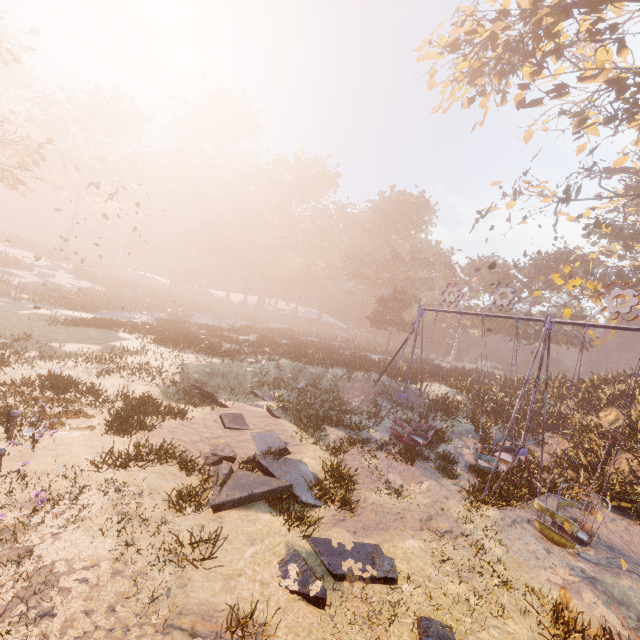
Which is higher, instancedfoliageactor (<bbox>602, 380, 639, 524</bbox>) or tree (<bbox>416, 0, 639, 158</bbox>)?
tree (<bbox>416, 0, 639, 158</bbox>)

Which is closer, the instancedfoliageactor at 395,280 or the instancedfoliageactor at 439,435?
the instancedfoliageactor at 439,435

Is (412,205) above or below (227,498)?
above

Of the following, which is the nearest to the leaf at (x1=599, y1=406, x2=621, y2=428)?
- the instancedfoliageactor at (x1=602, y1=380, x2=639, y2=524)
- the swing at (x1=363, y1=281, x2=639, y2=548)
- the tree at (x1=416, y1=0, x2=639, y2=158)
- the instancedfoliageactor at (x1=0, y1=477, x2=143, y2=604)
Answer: the swing at (x1=363, y1=281, x2=639, y2=548)

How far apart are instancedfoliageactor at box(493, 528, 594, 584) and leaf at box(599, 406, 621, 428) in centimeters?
502cm

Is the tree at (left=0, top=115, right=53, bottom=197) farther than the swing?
Yes

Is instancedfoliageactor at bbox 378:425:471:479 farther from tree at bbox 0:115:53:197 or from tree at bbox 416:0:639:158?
tree at bbox 0:115:53:197

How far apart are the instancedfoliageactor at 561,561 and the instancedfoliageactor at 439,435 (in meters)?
5.06
